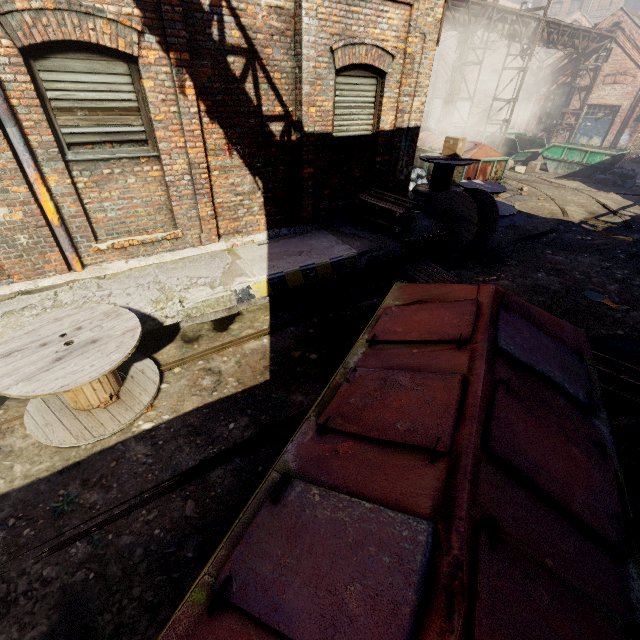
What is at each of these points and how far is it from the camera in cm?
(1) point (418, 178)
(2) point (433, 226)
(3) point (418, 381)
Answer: (1) trash bag, 1402
(2) building, 786
(3) trash container, 251

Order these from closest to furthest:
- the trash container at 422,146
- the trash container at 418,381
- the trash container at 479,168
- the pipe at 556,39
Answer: the trash container at 418,381 < the trash container at 479,168 < the pipe at 556,39 < the trash container at 422,146

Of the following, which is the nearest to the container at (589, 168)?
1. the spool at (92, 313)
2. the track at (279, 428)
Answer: the track at (279, 428)

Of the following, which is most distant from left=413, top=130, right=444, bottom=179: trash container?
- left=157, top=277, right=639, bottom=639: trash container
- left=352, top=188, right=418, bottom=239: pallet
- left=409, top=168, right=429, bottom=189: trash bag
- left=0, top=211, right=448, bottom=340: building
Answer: left=157, top=277, right=639, bottom=639: trash container

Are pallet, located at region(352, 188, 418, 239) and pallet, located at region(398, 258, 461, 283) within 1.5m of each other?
yes

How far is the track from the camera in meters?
3.1

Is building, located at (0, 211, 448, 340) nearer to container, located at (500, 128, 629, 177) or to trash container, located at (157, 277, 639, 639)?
trash container, located at (157, 277, 639, 639)

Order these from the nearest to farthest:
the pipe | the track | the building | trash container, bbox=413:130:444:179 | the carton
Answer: the track → the building → the carton → the pipe → trash container, bbox=413:130:444:179
